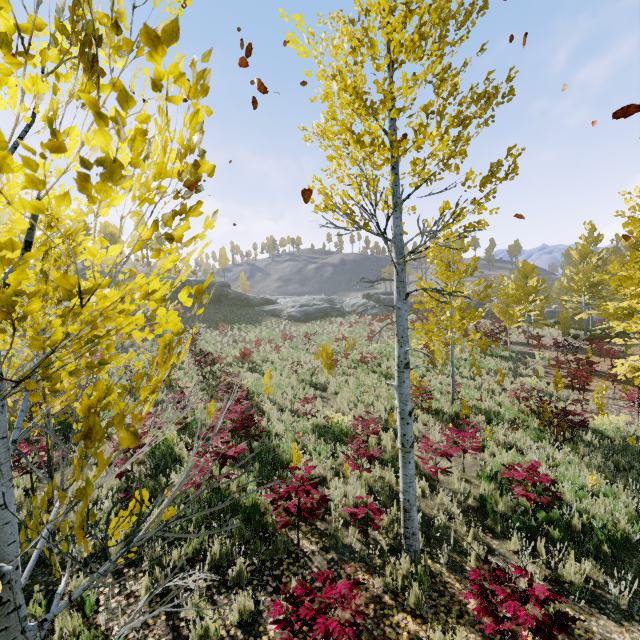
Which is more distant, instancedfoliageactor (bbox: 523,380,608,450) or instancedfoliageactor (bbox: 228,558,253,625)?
instancedfoliageactor (bbox: 523,380,608,450)

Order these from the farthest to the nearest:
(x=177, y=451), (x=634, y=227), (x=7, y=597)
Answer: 1. (x=177, y=451)
2. (x=634, y=227)
3. (x=7, y=597)

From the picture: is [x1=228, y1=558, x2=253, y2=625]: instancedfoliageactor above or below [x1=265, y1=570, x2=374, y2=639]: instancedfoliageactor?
below

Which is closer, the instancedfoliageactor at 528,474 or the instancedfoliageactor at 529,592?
the instancedfoliageactor at 529,592

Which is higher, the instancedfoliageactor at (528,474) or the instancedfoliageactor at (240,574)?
the instancedfoliageactor at (528,474)

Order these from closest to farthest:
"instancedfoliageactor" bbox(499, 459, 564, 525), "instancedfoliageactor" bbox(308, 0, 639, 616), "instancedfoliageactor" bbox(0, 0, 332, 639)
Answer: "instancedfoliageactor" bbox(0, 0, 332, 639), "instancedfoliageactor" bbox(308, 0, 639, 616), "instancedfoliageactor" bbox(499, 459, 564, 525)
